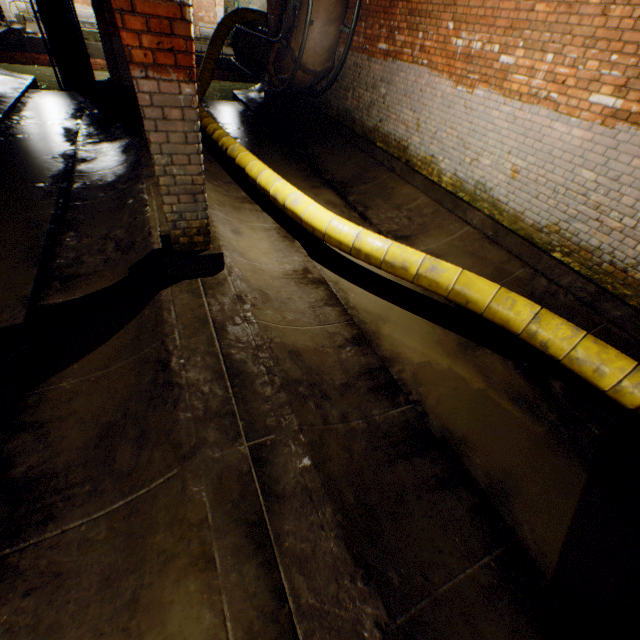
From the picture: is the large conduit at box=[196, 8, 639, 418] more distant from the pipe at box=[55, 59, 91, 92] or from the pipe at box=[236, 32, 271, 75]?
the pipe at box=[55, 59, 91, 92]

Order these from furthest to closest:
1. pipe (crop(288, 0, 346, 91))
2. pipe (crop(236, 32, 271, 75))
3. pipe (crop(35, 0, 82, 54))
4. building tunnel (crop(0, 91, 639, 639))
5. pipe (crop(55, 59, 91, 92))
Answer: pipe (crop(55, 59, 91, 92))
pipe (crop(35, 0, 82, 54))
pipe (crop(236, 32, 271, 75))
pipe (crop(288, 0, 346, 91))
building tunnel (crop(0, 91, 639, 639))

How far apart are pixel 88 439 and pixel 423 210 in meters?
6.2

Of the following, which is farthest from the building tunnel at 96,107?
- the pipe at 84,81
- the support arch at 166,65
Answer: the pipe at 84,81

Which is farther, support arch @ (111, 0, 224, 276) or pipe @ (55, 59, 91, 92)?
pipe @ (55, 59, 91, 92)

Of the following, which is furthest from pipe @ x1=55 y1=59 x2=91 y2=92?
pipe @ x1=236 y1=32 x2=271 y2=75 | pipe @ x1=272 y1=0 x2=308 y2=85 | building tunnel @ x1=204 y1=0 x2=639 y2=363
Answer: pipe @ x1=272 y1=0 x2=308 y2=85

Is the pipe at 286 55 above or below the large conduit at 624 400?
above

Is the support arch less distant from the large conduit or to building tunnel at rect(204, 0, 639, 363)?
building tunnel at rect(204, 0, 639, 363)
